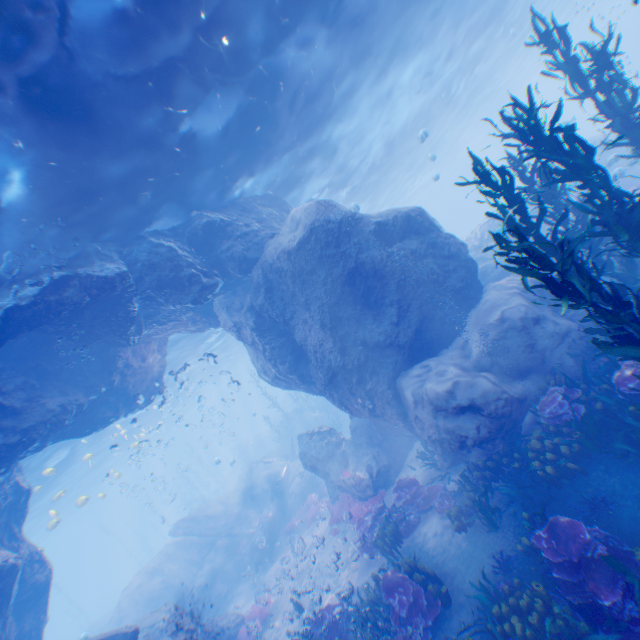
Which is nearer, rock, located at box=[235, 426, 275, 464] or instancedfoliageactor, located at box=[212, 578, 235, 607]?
instancedfoliageactor, located at box=[212, 578, 235, 607]

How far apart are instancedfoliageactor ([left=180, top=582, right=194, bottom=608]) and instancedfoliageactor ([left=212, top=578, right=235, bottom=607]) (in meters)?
1.28

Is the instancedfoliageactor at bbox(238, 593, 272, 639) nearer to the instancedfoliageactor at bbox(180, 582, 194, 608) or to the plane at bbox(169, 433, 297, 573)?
the plane at bbox(169, 433, 297, 573)

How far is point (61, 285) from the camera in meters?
8.1 m

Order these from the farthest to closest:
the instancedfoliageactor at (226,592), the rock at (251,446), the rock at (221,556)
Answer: the rock at (251,446) → the instancedfoliageactor at (226,592) → the rock at (221,556)

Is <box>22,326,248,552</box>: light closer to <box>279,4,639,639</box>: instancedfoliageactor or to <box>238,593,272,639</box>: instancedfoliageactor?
<box>238,593,272,639</box>: instancedfoliageactor

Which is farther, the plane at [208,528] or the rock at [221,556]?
the plane at [208,528]

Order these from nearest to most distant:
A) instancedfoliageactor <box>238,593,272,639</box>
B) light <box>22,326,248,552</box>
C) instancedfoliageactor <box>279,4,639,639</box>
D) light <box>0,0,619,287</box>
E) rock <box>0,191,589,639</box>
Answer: instancedfoliageactor <box>279,4,639,639</box>
light <box>0,0,619,287</box>
rock <box>0,191,589,639</box>
instancedfoliageactor <box>238,593,272,639</box>
light <box>22,326,248,552</box>
